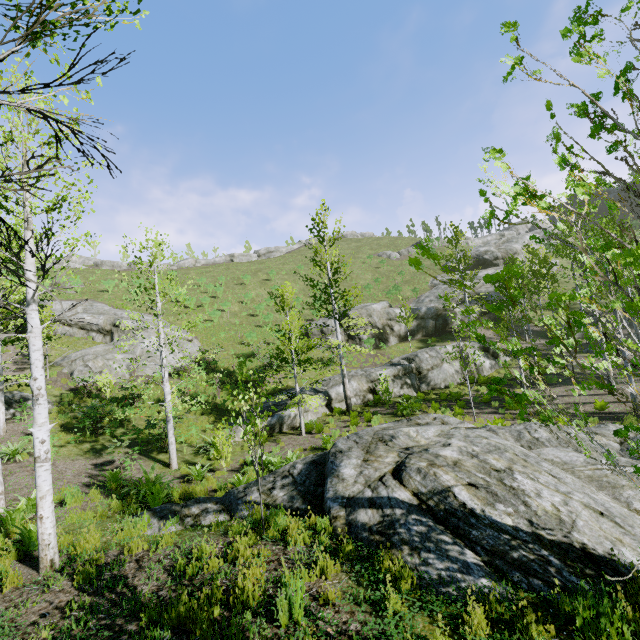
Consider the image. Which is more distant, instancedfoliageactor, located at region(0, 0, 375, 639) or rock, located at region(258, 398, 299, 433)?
rock, located at region(258, 398, 299, 433)

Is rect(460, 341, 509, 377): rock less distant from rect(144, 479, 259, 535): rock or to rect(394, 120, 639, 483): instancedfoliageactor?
rect(394, 120, 639, 483): instancedfoliageactor

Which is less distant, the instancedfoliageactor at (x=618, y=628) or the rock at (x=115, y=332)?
the instancedfoliageactor at (x=618, y=628)

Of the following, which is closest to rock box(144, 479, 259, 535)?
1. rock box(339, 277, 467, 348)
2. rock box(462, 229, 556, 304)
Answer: rock box(339, 277, 467, 348)

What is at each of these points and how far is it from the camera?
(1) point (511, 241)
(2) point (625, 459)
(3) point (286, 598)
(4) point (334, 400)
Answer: (1) rock, 43.50m
(2) rock, 6.64m
(3) instancedfoliageactor, 3.72m
(4) rock, 18.84m

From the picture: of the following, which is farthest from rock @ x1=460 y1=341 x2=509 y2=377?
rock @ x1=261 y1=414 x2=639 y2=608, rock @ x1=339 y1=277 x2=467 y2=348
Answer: rock @ x1=261 y1=414 x2=639 y2=608

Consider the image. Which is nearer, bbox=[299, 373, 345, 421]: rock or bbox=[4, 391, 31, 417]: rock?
bbox=[4, 391, 31, 417]: rock

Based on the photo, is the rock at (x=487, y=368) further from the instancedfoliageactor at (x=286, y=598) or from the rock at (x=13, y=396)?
the rock at (x=13, y=396)
